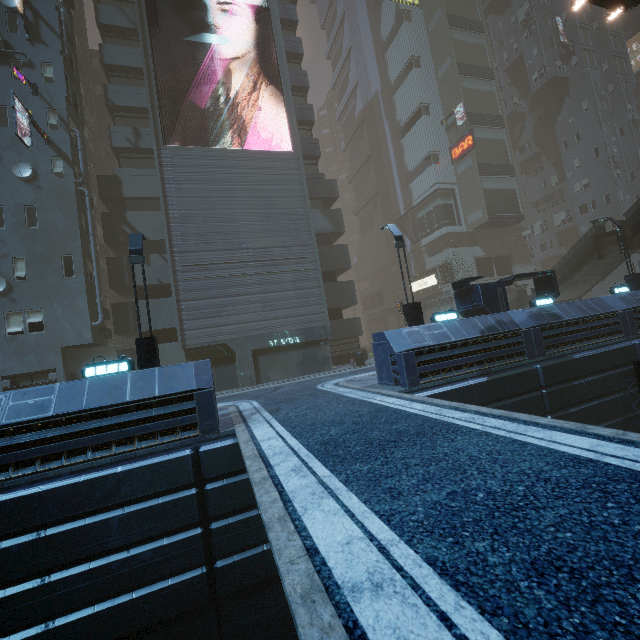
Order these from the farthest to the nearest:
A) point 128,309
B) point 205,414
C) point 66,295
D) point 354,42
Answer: point 354,42 < point 128,309 < point 66,295 < point 205,414

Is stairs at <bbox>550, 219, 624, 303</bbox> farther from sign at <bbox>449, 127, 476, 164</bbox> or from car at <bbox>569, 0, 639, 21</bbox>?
sign at <bbox>449, 127, 476, 164</bbox>

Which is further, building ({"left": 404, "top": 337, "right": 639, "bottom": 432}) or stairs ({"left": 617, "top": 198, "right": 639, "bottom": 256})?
stairs ({"left": 617, "top": 198, "right": 639, "bottom": 256})

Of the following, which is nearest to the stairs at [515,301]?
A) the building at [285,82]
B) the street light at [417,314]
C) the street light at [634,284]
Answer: the street light at [634,284]

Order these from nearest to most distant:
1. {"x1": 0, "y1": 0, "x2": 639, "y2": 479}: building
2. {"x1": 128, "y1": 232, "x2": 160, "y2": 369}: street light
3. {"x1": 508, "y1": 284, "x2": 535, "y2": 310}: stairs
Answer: {"x1": 128, "y1": 232, "x2": 160, "y2": 369}: street light < {"x1": 0, "y1": 0, "x2": 639, "y2": 479}: building < {"x1": 508, "y1": 284, "x2": 535, "y2": 310}: stairs

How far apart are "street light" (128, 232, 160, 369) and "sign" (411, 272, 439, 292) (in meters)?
32.64

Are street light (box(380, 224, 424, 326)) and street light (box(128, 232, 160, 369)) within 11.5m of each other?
yes

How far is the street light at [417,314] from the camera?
13.80m
